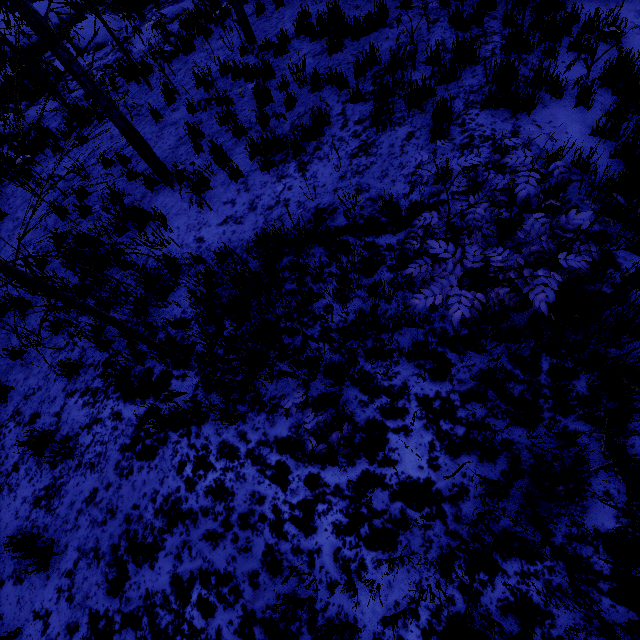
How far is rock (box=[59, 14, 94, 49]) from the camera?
12.8m

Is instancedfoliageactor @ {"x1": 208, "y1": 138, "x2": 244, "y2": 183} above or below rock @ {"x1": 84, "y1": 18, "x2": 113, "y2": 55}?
above

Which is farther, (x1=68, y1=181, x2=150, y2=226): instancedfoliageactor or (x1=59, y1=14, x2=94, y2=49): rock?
(x1=59, y1=14, x2=94, y2=49): rock

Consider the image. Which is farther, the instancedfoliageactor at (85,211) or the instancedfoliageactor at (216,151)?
the instancedfoliageactor at (216,151)

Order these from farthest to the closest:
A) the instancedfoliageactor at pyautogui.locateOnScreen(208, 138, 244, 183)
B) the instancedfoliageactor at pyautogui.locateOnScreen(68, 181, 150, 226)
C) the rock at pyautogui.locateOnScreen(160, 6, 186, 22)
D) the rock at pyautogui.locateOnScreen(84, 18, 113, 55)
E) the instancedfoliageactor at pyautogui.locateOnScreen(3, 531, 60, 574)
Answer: the rock at pyautogui.locateOnScreen(84, 18, 113, 55)
the rock at pyautogui.locateOnScreen(160, 6, 186, 22)
the instancedfoliageactor at pyautogui.locateOnScreen(208, 138, 244, 183)
the instancedfoliageactor at pyautogui.locateOnScreen(3, 531, 60, 574)
the instancedfoliageactor at pyautogui.locateOnScreen(68, 181, 150, 226)

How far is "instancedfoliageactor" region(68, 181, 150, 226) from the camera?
2.4 meters

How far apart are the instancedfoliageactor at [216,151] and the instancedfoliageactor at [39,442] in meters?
2.6

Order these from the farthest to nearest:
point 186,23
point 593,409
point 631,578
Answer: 1. point 186,23
2. point 593,409
3. point 631,578
